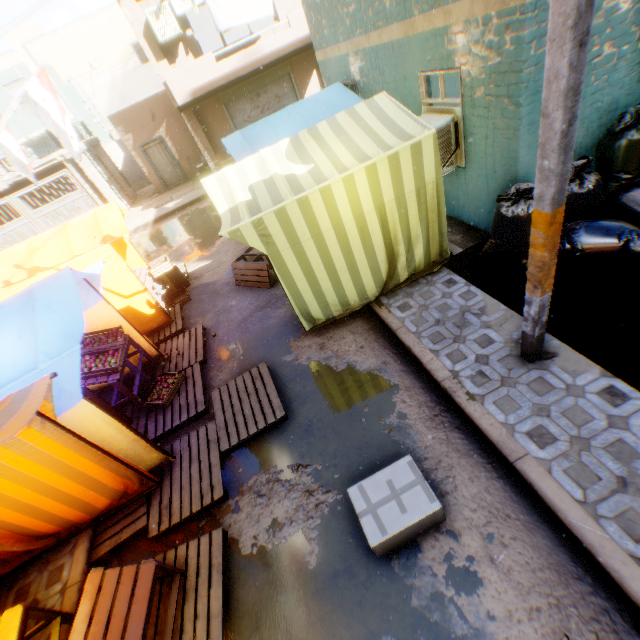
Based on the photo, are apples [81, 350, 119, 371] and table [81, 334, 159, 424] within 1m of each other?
yes

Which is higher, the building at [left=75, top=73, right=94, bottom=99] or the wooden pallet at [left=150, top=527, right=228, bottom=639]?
the building at [left=75, top=73, right=94, bottom=99]

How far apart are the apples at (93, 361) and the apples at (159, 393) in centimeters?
77cm

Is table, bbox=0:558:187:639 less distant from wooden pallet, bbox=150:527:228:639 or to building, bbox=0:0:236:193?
wooden pallet, bbox=150:527:228:639

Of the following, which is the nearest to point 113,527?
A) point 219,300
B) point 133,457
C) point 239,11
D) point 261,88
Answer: point 133,457

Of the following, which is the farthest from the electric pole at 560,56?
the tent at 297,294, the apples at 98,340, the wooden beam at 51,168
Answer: the wooden beam at 51,168

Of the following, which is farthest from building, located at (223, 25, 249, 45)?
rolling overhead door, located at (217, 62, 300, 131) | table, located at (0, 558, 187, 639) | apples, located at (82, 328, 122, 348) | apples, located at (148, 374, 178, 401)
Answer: apples, located at (148, 374, 178, 401)

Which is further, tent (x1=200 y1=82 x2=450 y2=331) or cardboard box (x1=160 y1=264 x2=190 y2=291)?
cardboard box (x1=160 y1=264 x2=190 y2=291)
